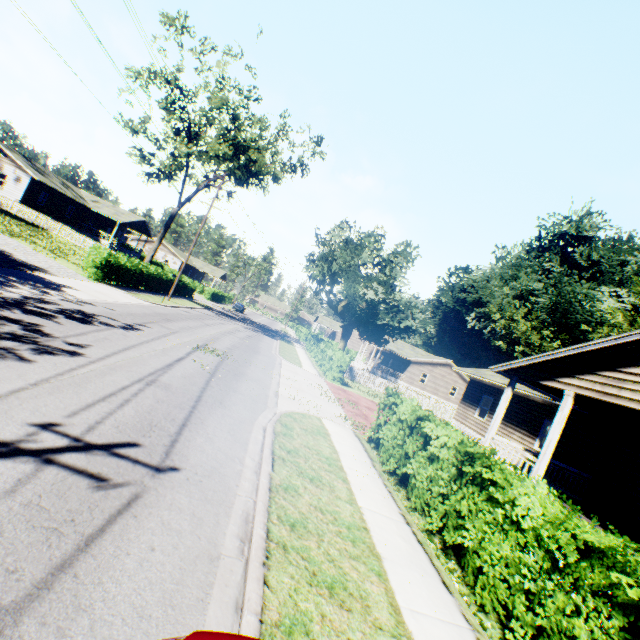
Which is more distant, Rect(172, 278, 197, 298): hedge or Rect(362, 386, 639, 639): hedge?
Rect(172, 278, 197, 298): hedge

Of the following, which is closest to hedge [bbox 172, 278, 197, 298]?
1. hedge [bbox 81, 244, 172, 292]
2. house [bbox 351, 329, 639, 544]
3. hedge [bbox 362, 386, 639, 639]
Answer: hedge [bbox 81, 244, 172, 292]

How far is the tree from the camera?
25.3 meters

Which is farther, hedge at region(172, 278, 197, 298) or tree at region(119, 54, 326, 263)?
hedge at region(172, 278, 197, 298)

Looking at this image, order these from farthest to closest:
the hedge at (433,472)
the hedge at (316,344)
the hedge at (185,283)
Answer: the hedge at (185,283)
the hedge at (316,344)
the hedge at (433,472)

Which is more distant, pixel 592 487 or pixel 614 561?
pixel 592 487

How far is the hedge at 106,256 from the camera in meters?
20.0 m
